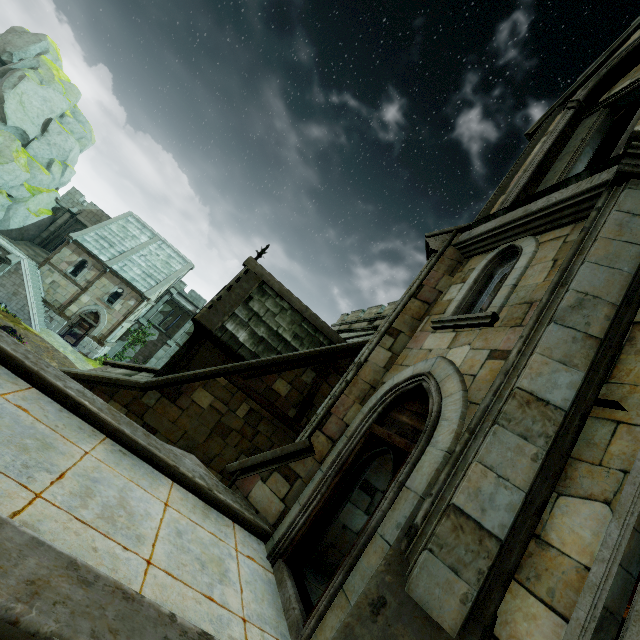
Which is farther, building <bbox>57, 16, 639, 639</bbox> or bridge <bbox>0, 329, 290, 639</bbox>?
building <bbox>57, 16, 639, 639</bbox>

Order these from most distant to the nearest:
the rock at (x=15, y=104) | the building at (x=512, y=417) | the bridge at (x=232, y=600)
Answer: the rock at (x=15, y=104), the building at (x=512, y=417), the bridge at (x=232, y=600)

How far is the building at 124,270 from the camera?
29.2 meters

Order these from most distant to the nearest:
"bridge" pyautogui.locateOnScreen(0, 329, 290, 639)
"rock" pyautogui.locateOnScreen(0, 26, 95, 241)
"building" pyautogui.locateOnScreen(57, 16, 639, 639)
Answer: "rock" pyautogui.locateOnScreen(0, 26, 95, 241)
"building" pyautogui.locateOnScreen(57, 16, 639, 639)
"bridge" pyautogui.locateOnScreen(0, 329, 290, 639)

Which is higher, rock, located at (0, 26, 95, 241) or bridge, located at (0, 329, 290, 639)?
rock, located at (0, 26, 95, 241)

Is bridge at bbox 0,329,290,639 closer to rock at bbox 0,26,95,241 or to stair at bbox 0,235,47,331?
rock at bbox 0,26,95,241

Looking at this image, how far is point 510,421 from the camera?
3.3 meters

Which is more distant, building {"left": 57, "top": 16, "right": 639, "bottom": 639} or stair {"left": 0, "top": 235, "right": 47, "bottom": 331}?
stair {"left": 0, "top": 235, "right": 47, "bottom": 331}
